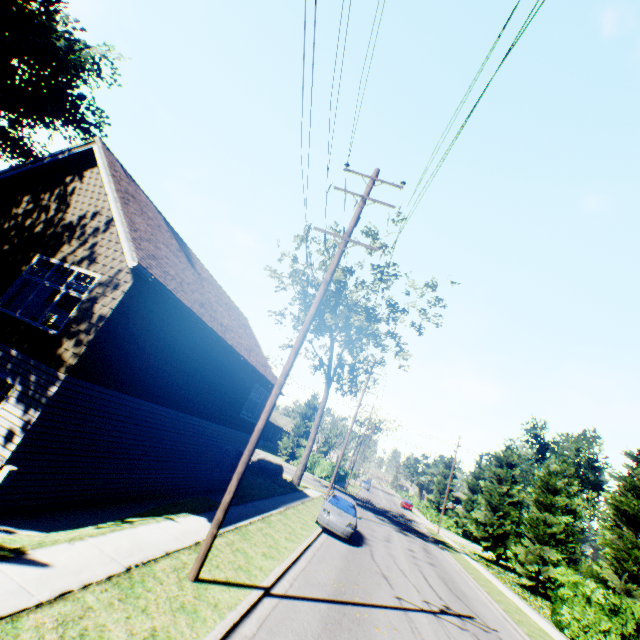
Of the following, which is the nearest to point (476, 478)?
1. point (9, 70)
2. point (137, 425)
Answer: point (137, 425)

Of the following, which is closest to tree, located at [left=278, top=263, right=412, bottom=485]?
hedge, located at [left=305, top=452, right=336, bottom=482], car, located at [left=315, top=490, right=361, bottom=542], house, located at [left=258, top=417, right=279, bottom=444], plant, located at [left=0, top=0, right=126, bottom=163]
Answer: car, located at [left=315, top=490, right=361, bottom=542]

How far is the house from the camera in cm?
5584

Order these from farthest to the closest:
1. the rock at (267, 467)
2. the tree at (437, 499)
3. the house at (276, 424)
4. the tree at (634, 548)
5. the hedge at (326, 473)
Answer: the tree at (437, 499)
the house at (276, 424)
the hedge at (326, 473)
the rock at (267, 467)
the tree at (634, 548)

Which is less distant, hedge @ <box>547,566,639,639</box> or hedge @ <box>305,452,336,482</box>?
hedge @ <box>547,566,639,639</box>

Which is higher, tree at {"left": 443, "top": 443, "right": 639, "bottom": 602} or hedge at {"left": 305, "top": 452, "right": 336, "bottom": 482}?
tree at {"left": 443, "top": 443, "right": 639, "bottom": 602}

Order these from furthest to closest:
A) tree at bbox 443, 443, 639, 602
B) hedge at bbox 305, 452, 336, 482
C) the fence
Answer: hedge at bbox 305, 452, 336, 482 < tree at bbox 443, 443, 639, 602 < the fence

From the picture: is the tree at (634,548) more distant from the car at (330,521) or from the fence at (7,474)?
the fence at (7,474)
